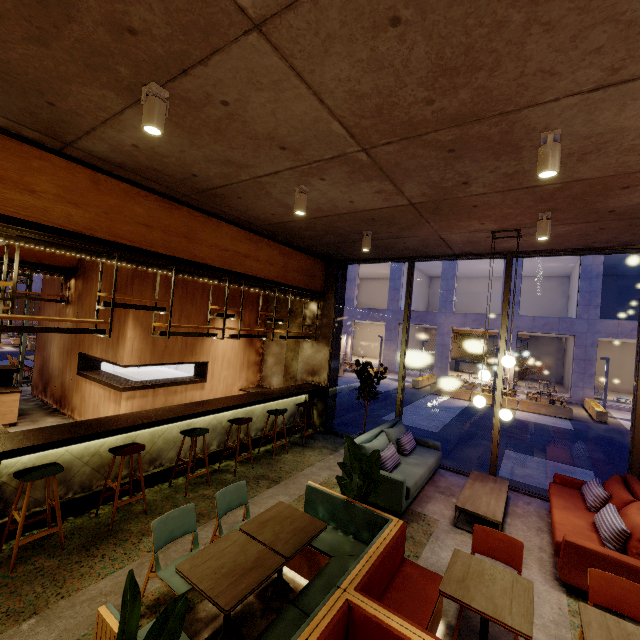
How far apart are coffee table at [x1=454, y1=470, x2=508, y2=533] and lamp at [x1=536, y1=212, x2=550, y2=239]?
4.0m

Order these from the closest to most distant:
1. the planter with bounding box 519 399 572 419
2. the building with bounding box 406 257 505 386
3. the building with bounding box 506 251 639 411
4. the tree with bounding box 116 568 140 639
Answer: the tree with bounding box 116 568 140 639, the planter with bounding box 519 399 572 419, the building with bounding box 506 251 639 411, the building with bounding box 406 257 505 386

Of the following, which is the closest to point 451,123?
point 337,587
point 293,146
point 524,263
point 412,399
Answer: point 293,146

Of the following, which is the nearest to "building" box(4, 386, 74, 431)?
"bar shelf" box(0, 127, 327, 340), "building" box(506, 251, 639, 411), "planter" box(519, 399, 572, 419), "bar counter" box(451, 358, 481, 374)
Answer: "bar shelf" box(0, 127, 327, 340)

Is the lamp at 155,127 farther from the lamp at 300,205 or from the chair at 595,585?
the chair at 595,585

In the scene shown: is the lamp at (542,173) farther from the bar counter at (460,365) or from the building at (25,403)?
the bar counter at (460,365)

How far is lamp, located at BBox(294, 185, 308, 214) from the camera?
4.2m

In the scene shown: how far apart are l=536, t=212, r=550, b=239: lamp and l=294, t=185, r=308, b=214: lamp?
3.18m
